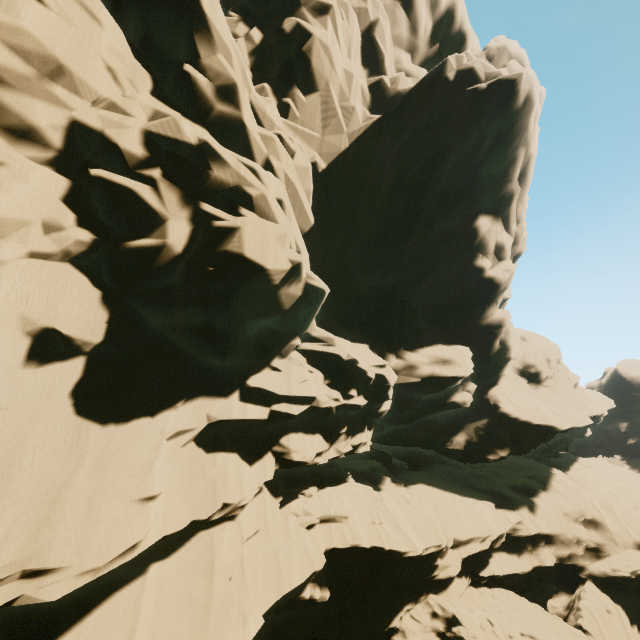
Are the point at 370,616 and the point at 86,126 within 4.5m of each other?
no
